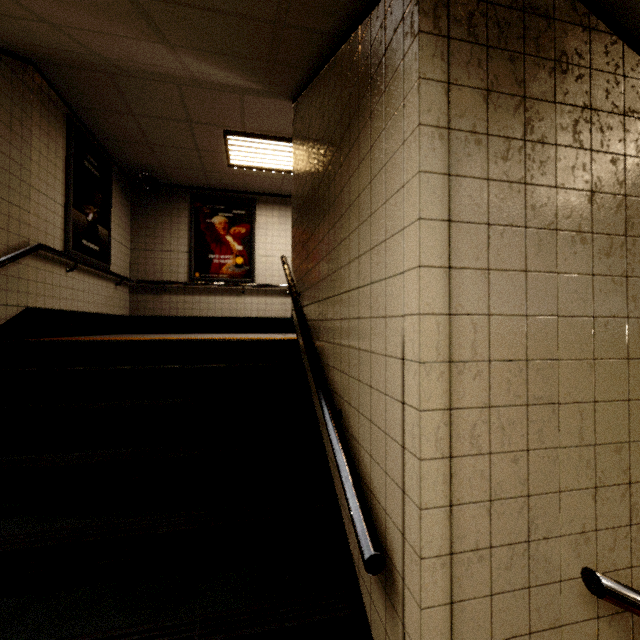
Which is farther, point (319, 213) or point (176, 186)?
point (176, 186)

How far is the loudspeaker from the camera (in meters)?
5.81

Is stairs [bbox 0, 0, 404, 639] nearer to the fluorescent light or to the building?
the building

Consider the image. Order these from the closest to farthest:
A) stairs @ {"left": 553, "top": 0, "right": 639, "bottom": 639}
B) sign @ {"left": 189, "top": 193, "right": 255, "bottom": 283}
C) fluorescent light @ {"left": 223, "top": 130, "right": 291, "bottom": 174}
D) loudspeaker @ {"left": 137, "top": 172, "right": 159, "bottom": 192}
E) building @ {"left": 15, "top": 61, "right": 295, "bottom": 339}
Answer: stairs @ {"left": 553, "top": 0, "right": 639, "bottom": 639}, building @ {"left": 15, "top": 61, "right": 295, "bottom": 339}, fluorescent light @ {"left": 223, "top": 130, "right": 291, "bottom": 174}, loudspeaker @ {"left": 137, "top": 172, "right": 159, "bottom": 192}, sign @ {"left": 189, "top": 193, "right": 255, "bottom": 283}

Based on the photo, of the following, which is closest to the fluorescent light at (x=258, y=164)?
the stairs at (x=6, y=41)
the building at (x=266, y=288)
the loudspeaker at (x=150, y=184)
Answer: the building at (x=266, y=288)

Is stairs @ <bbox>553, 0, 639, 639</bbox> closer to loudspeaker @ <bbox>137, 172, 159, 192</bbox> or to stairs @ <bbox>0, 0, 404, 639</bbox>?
stairs @ <bbox>0, 0, 404, 639</bbox>

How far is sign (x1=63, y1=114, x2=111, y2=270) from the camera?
4.1 meters

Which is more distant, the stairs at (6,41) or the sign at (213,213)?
the sign at (213,213)
